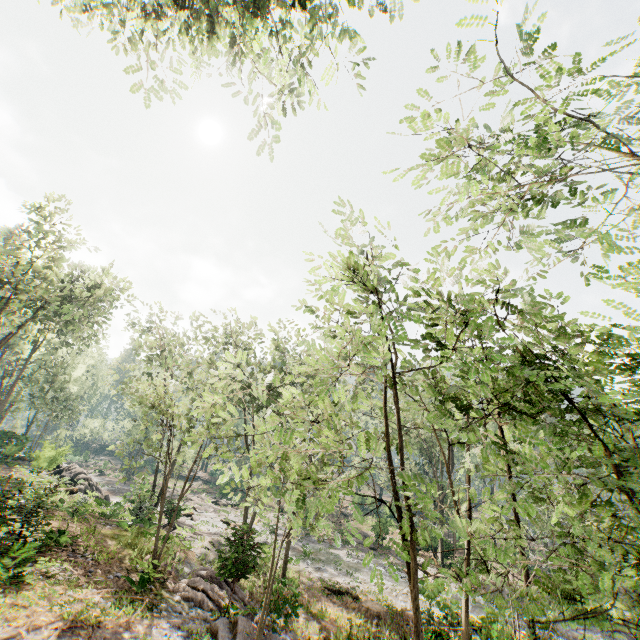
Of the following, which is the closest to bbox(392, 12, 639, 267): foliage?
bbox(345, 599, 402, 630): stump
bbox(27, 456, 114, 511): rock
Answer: bbox(27, 456, 114, 511): rock

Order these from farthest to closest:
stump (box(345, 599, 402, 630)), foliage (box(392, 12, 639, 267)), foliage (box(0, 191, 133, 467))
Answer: foliage (box(0, 191, 133, 467)), stump (box(345, 599, 402, 630)), foliage (box(392, 12, 639, 267))

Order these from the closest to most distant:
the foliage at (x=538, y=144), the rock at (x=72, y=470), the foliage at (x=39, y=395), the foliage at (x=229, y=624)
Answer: the foliage at (x=229, y=624) < the foliage at (x=538, y=144) < the foliage at (x=39, y=395) < the rock at (x=72, y=470)

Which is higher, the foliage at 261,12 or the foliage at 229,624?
the foliage at 261,12

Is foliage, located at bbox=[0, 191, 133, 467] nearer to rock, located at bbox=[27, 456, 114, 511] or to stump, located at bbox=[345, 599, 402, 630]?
rock, located at bbox=[27, 456, 114, 511]

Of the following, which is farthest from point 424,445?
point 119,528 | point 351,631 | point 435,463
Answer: point 119,528

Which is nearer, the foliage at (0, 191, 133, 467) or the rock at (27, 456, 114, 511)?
the foliage at (0, 191, 133, 467)
